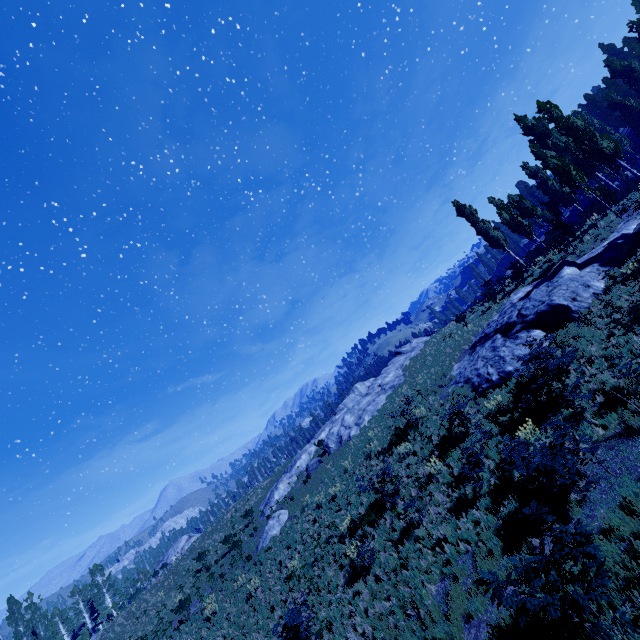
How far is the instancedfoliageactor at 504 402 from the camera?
12.84m

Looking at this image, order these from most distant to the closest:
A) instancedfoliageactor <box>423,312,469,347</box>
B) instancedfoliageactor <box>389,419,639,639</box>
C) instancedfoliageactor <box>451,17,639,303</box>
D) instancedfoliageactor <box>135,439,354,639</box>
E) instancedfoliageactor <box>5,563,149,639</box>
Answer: instancedfoliageactor <box>5,563,149,639</box> < instancedfoliageactor <box>423,312,469,347</box> < instancedfoliageactor <box>451,17,639,303</box> < instancedfoliageactor <box>135,439,354,639</box> < instancedfoliageactor <box>389,419,639,639</box>

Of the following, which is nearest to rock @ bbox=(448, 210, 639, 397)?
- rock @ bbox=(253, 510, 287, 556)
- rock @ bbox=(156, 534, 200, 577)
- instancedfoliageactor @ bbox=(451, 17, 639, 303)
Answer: instancedfoliageactor @ bbox=(451, 17, 639, 303)

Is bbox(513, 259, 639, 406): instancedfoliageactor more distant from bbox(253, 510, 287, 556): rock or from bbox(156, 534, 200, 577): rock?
bbox(253, 510, 287, 556): rock

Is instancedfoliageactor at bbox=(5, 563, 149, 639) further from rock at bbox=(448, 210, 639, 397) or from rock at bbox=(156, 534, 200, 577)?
rock at bbox=(156, 534, 200, 577)

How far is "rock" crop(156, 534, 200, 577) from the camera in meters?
40.3 m

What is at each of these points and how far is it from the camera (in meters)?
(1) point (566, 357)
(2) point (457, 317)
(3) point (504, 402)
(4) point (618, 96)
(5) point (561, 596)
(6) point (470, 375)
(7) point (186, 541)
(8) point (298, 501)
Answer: (1) instancedfoliageactor, 10.84
(2) instancedfoliageactor, 28.45
(3) instancedfoliageactor, 14.30
(4) instancedfoliageactor, 34.28
(5) instancedfoliageactor, 5.70
(6) rock, 19.22
(7) rock, 52.28
(8) instancedfoliageactor, 25.34
